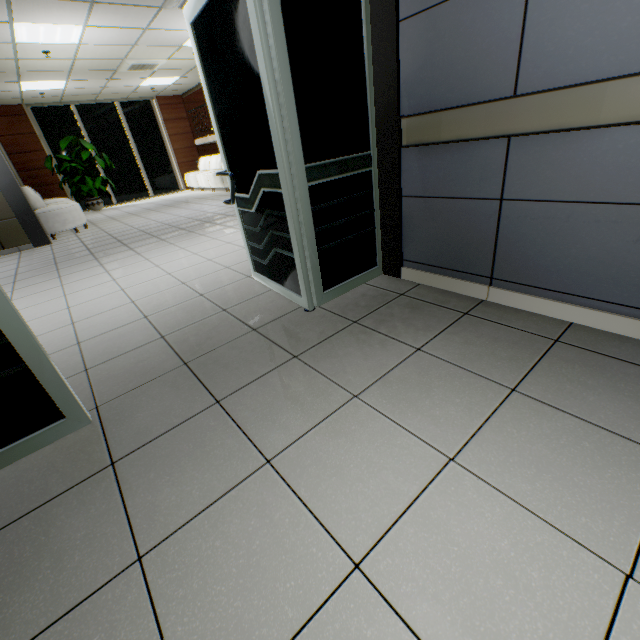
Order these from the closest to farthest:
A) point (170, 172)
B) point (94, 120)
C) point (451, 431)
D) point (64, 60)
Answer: point (451, 431)
point (64, 60)
point (94, 120)
point (170, 172)

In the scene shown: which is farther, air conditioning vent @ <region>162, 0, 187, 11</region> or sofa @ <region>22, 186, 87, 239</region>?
sofa @ <region>22, 186, 87, 239</region>

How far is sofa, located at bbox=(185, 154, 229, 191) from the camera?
10.50m

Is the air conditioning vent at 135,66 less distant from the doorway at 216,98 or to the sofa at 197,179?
the sofa at 197,179

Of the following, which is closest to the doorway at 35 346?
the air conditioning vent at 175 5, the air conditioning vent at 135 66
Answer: the air conditioning vent at 175 5

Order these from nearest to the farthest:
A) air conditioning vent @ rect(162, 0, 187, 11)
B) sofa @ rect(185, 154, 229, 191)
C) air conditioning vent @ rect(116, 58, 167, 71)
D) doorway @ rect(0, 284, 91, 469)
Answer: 1. doorway @ rect(0, 284, 91, 469)
2. air conditioning vent @ rect(162, 0, 187, 11)
3. air conditioning vent @ rect(116, 58, 167, 71)
4. sofa @ rect(185, 154, 229, 191)

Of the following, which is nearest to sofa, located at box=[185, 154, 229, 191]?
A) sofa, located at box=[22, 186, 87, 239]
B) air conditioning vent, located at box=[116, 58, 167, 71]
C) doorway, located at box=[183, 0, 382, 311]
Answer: air conditioning vent, located at box=[116, 58, 167, 71]

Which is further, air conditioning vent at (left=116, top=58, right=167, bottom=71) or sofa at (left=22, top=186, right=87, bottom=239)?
air conditioning vent at (left=116, top=58, right=167, bottom=71)
